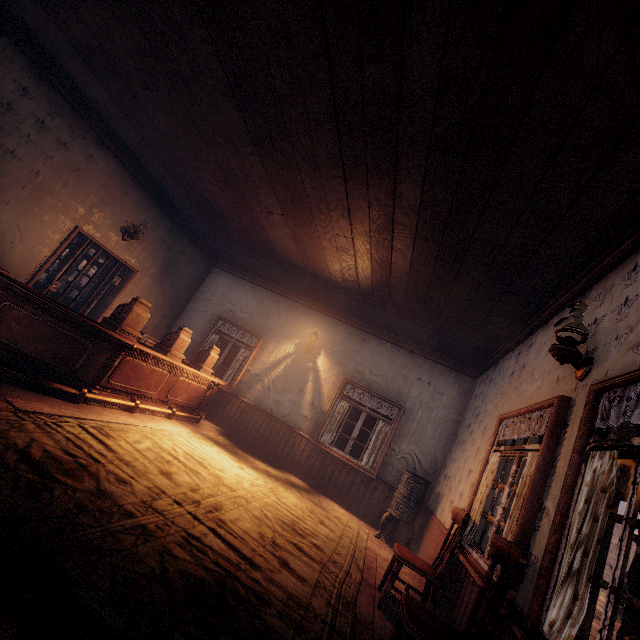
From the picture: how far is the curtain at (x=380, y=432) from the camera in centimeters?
698cm

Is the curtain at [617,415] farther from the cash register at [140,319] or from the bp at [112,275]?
the cash register at [140,319]

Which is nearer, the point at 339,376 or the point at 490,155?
the point at 490,155

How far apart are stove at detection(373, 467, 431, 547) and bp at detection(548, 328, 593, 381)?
4.0 meters

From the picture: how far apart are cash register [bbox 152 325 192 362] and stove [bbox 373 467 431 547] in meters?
4.7

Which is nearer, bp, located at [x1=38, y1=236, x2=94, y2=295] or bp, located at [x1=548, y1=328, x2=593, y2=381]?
bp, located at [x1=548, y1=328, x2=593, y2=381]

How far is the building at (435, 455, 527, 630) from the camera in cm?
283

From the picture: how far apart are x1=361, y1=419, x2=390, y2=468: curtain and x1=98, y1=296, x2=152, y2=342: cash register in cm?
507
